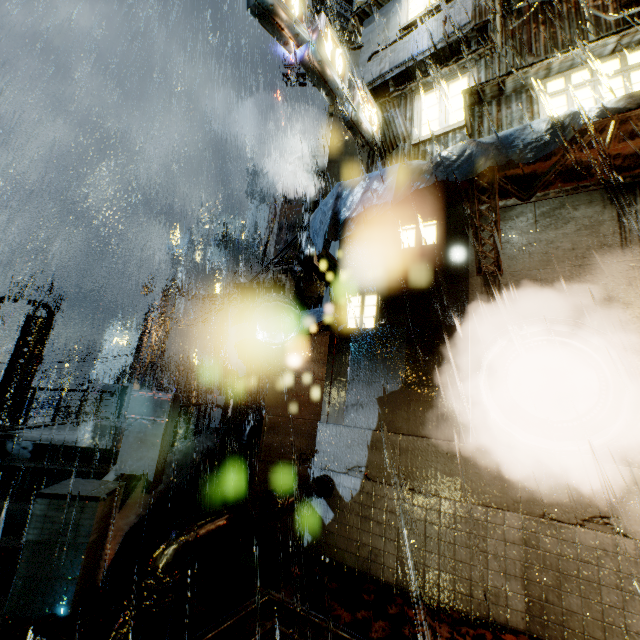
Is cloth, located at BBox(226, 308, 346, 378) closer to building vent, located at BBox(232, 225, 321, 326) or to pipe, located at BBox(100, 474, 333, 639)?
building vent, located at BBox(232, 225, 321, 326)

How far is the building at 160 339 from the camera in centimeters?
2191cm

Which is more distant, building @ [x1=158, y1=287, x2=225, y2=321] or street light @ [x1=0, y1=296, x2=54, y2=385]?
building @ [x1=158, y1=287, x2=225, y2=321]

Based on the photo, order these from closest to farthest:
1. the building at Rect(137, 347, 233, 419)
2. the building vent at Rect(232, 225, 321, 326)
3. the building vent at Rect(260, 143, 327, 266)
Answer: the building vent at Rect(232, 225, 321, 326)
the building vent at Rect(260, 143, 327, 266)
the building at Rect(137, 347, 233, 419)

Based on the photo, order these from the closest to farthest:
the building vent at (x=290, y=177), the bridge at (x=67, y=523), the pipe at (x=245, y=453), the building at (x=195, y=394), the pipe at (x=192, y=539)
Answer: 1. the pipe at (x=192, y=539)
2. the bridge at (x=67, y=523)
3. the building vent at (x=290, y=177)
4. the pipe at (x=245, y=453)
5. the building at (x=195, y=394)

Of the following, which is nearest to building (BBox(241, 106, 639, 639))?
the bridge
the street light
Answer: the bridge

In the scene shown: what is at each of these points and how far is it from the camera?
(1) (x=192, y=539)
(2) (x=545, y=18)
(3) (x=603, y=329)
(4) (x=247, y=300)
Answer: (1) pipe, 4.27m
(2) building, 8.62m
(3) building, 6.21m
(4) building vent, 17.06m

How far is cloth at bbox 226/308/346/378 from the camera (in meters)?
8.26
